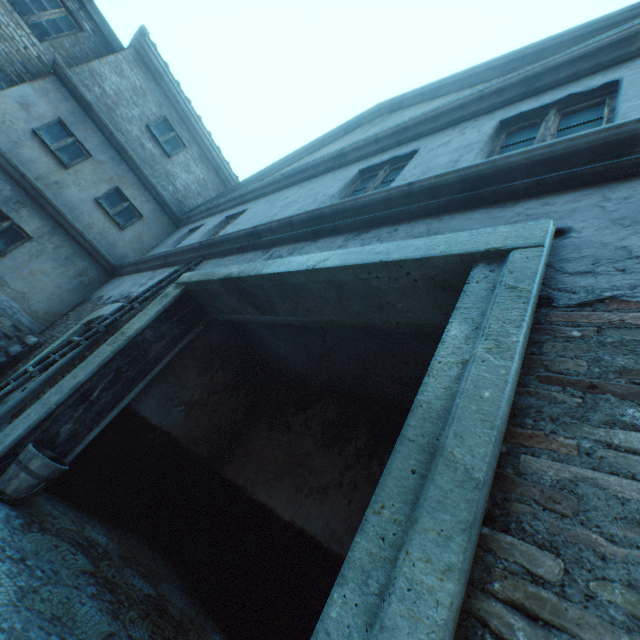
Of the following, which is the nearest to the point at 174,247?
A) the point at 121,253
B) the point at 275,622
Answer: the point at 121,253

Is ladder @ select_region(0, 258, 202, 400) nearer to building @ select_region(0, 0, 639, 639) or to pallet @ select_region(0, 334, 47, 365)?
building @ select_region(0, 0, 639, 639)

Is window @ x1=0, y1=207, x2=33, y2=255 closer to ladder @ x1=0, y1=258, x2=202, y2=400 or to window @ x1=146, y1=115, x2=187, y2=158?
window @ x1=146, y1=115, x2=187, y2=158

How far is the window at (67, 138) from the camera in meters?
8.0

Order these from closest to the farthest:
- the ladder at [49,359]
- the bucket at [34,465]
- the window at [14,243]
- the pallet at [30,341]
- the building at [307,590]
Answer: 1. the building at [307,590]
2. the bucket at [34,465]
3. the ladder at [49,359]
4. the pallet at [30,341]
5. the window at [14,243]

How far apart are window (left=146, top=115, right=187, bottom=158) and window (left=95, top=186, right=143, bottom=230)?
1.9m

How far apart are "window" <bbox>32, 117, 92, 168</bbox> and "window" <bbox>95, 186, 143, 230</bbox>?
0.81m

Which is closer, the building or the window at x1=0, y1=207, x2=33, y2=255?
Answer: the building
